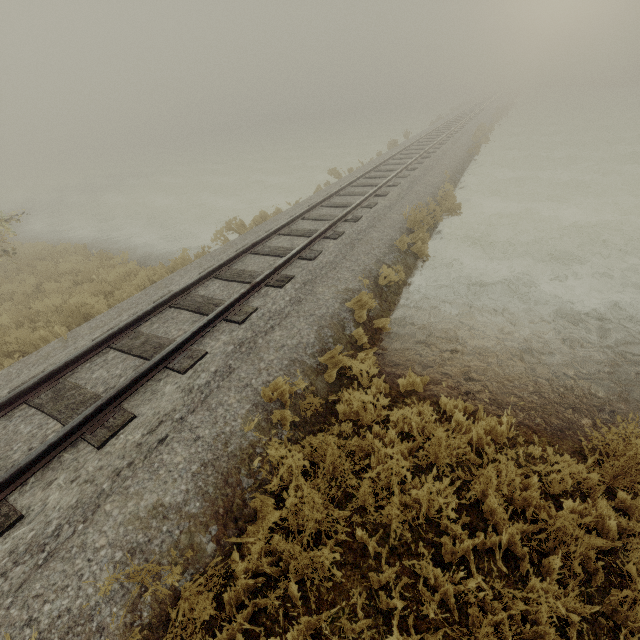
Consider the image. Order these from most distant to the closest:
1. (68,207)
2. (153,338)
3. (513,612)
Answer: (68,207) < (153,338) < (513,612)
